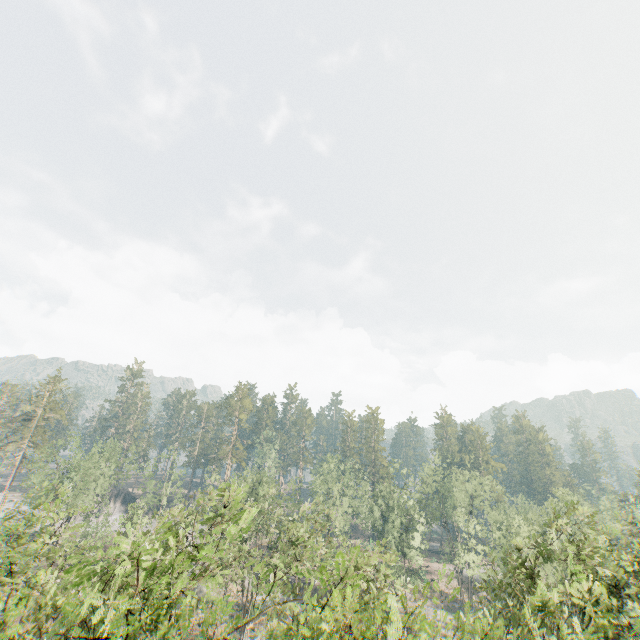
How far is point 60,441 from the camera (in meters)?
52.84
